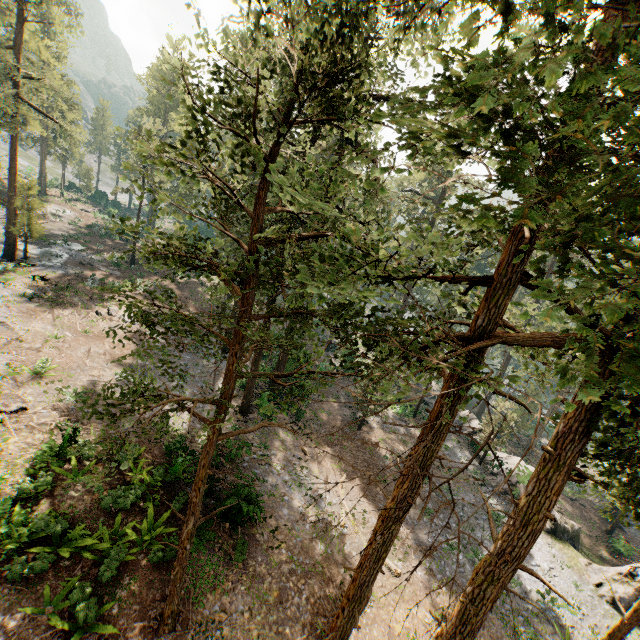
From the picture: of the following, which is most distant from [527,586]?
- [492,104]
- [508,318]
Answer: [492,104]

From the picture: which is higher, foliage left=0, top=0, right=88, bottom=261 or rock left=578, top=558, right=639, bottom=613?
foliage left=0, top=0, right=88, bottom=261

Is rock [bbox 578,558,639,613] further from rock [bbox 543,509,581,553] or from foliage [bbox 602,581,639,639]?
foliage [bbox 602,581,639,639]

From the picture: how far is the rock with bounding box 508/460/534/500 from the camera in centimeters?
2669cm

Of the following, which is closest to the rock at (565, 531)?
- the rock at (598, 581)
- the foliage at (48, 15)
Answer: the rock at (598, 581)

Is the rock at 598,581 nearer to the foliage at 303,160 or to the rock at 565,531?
the rock at 565,531
